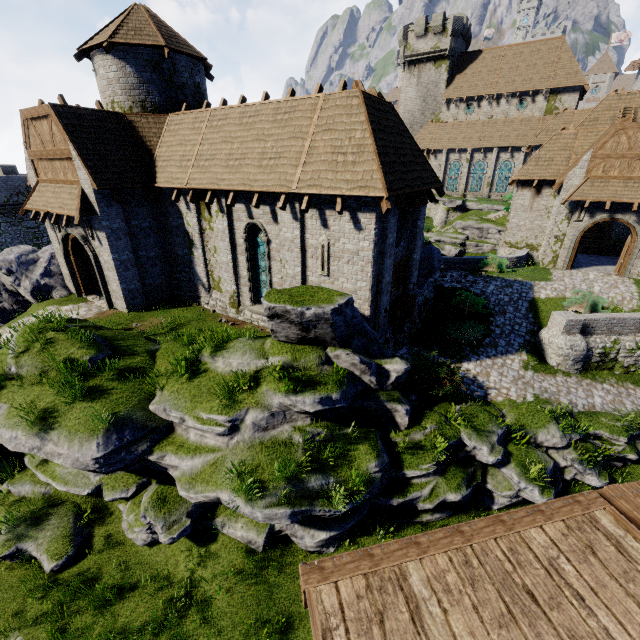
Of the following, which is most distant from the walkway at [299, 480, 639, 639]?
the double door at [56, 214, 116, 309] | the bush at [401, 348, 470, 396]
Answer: the double door at [56, 214, 116, 309]

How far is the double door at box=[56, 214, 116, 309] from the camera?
15.6 meters

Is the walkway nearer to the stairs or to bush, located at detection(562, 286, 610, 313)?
bush, located at detection(562, 286, 610, 313)

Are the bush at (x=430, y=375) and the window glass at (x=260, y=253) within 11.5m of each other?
yes

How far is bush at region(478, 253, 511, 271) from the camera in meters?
22.2 m

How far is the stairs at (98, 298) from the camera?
17.37m

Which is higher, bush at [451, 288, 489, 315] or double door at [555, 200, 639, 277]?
double door at [555, 200, 639, 277]

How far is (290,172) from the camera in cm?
1166
